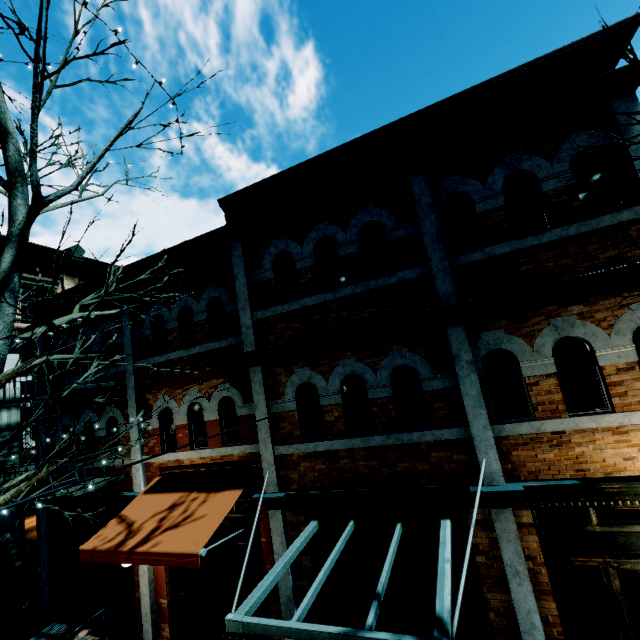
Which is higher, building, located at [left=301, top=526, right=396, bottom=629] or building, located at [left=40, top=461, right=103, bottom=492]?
building, located at [left=40, top=461, right=103, bottom=492]

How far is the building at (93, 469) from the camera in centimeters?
774cm

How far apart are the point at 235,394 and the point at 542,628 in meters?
6.5 m

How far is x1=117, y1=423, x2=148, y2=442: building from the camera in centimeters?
848cm

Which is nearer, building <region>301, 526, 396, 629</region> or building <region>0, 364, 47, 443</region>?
building <region>301, 526, 396, 629</region>

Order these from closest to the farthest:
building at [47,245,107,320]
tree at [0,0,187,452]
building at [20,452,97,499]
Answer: tree at [0,0,187,452] → building at [20,452,97,499] → building at [47,245,107,320]

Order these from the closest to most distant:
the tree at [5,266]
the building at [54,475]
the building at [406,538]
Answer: the tree at [5,266]
the building at [406,538]
the building at [54,475]
